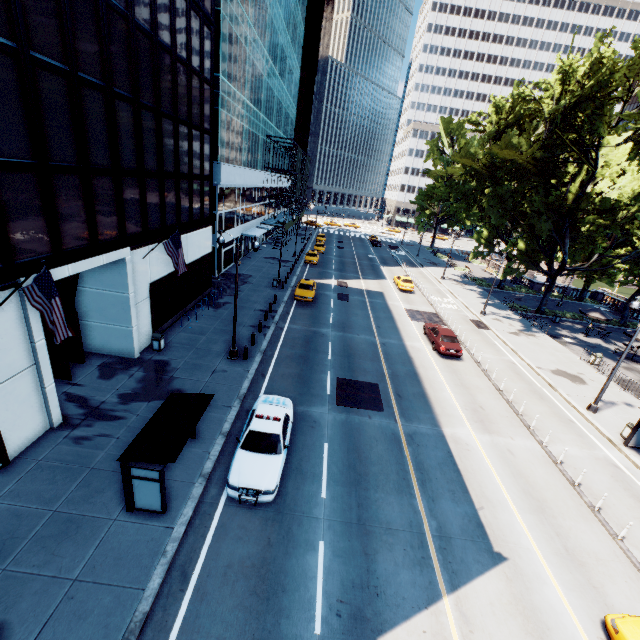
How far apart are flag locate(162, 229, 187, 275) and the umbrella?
38.06m

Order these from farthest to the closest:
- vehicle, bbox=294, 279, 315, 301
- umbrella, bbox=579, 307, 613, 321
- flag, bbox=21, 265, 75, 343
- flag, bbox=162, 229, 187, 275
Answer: umbrella, bbox=579, 307, 613, 321, vehicle, bbox=294, 279, 315, 301, flag, bbox=162, 229, 187, 275, flag, bbox=21, 265, 75, 343

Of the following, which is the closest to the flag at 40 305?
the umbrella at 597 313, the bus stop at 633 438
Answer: the bus stop at 633 438

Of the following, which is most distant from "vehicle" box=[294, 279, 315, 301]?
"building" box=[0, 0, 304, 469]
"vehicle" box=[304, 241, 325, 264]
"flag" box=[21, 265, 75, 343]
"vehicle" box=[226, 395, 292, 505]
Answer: "flag" box=[21, 265, 75, 343]

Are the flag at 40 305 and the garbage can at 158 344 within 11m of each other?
yes

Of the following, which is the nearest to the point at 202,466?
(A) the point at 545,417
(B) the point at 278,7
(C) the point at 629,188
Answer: (A) the point at 545,417

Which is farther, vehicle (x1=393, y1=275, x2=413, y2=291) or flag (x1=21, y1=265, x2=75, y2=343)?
vehicle (x1=393, y1=275, x2=413, y2=291)

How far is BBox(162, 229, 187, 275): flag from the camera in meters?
17.1
